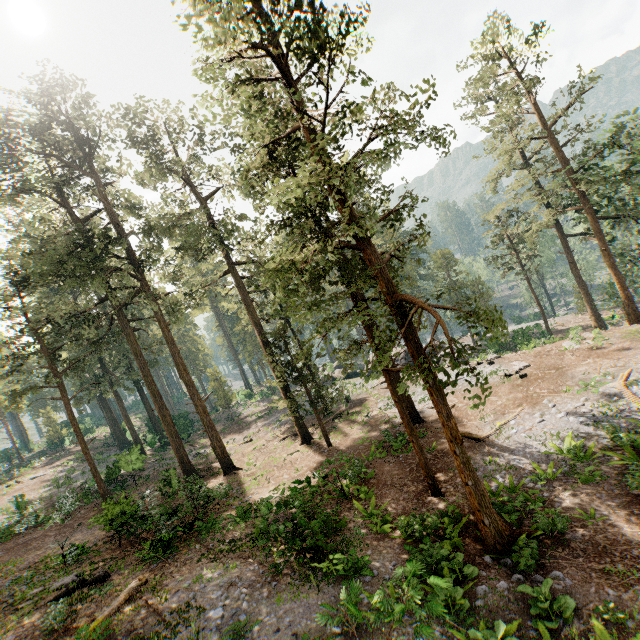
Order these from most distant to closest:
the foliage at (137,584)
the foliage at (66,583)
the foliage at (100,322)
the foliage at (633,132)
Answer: the foliage at (633,132)
the foliage at (66,583)
the foliage at (137,584)
the foliage at (100,322)

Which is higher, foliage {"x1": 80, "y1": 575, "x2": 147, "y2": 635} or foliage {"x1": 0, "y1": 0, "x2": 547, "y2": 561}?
foliage {"x1": 0, "y1": 0, "x2": 547, "y2": 561}

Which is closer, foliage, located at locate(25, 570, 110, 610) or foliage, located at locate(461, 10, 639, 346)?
foliage, located at locate(25, 570, 110, 610)

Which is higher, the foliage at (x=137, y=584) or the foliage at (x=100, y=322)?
the foliage at (x=100, y=322)

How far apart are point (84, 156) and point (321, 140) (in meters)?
22.02
